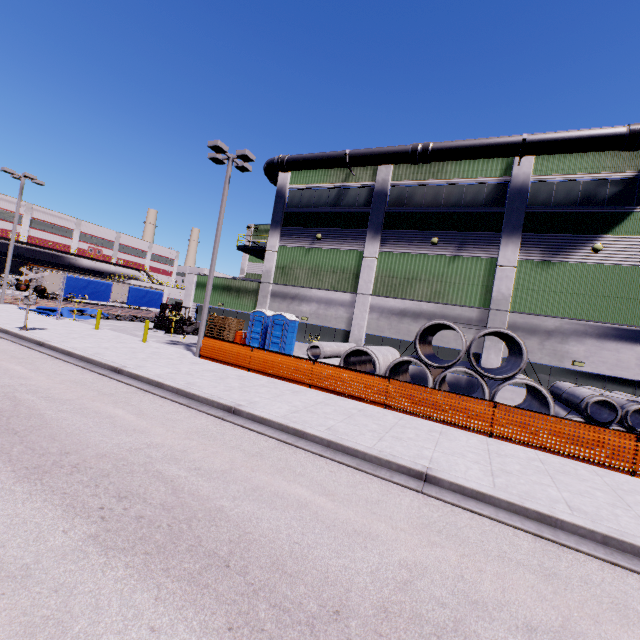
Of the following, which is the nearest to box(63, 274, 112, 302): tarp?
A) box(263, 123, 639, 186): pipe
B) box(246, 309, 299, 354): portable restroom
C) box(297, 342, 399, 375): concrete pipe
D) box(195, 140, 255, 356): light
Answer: box(263, 123, 639, 186): pipe

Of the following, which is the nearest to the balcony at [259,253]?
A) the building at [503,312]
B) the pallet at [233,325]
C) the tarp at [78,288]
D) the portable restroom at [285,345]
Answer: the building at [503,312]

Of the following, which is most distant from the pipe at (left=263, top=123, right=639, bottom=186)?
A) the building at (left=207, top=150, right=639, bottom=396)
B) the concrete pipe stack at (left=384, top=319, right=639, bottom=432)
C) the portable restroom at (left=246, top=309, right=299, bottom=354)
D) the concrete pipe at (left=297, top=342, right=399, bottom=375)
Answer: the concrete pipe at (left=297, top=342, right=399, bottom=375)

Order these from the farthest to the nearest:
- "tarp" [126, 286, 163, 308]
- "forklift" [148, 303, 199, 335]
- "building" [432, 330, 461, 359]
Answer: "tarp" [126, 286, 163, 308] < "forklift" [148, 303, 199, 335] < "building" [432, 330, 461, 359]

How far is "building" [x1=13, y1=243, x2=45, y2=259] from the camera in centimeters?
5625cm

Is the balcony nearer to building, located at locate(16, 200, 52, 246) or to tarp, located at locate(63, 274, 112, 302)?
building, located at locate(16, 200, 52, 246)

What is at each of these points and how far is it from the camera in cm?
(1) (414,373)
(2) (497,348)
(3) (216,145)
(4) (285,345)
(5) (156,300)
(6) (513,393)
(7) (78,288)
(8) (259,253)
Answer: (1) building, 1981
(2) building, 1783
(3) light, 1438
(4) portable restroom, 2170
(5) tarp, 3509
(6) building, 1752
(7) tarp, 2811
(8) balcony, 2855

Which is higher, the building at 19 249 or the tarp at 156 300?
the building at 19 249
